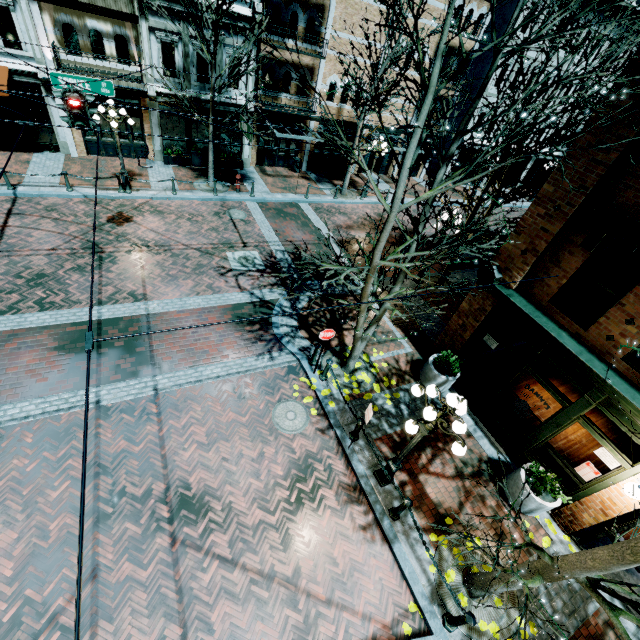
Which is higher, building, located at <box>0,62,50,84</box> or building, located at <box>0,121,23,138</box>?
building, located at <box>0,62,50,84</box>

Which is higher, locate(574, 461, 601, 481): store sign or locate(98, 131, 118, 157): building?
locate(574, 461, 601, 481): store sign

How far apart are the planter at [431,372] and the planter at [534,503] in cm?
268

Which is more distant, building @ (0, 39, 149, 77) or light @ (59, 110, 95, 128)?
building @ (0, 39, 149, 77)

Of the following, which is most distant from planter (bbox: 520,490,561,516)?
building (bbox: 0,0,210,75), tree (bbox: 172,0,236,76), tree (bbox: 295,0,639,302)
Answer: building (bbox: 0,0,210,75)

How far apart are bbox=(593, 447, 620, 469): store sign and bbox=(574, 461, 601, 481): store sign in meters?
0.3

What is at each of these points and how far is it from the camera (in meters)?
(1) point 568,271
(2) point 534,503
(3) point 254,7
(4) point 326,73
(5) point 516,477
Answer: (1) building, 7.25
(2) planter, 7.65
(3) building, 15.23
(4) building, 19.19
(5) planter, 8.06

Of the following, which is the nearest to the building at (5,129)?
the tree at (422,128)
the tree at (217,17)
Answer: the tree at (217,17)
